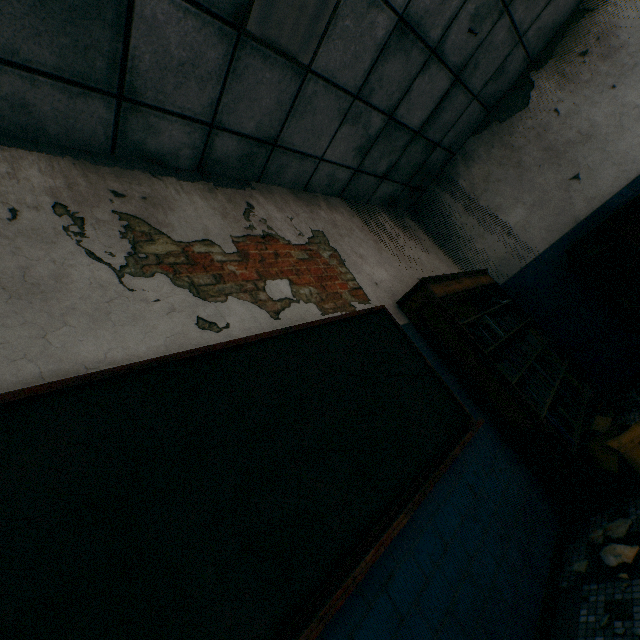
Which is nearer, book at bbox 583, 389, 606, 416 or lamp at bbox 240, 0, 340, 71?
lamp at bbox 240, 0, 340, 71

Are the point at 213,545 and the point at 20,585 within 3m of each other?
yes

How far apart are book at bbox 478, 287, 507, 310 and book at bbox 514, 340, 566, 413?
0.43m

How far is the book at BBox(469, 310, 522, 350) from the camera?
3.18m

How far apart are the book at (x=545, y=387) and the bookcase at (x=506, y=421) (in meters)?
0.01

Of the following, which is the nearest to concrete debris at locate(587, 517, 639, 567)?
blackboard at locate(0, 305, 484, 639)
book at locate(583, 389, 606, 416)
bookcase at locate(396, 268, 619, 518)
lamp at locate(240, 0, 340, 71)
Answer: bookcase at locate(396, 268, 619, 518)

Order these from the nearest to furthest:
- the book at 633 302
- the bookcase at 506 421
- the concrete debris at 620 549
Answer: the concrete debris at 620 549 < the bookcase at 506 421 < the book at 633 302

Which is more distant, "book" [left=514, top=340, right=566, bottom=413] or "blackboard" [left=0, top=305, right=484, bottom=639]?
"book" [left=514, top=340, right=566, bottom=413]
